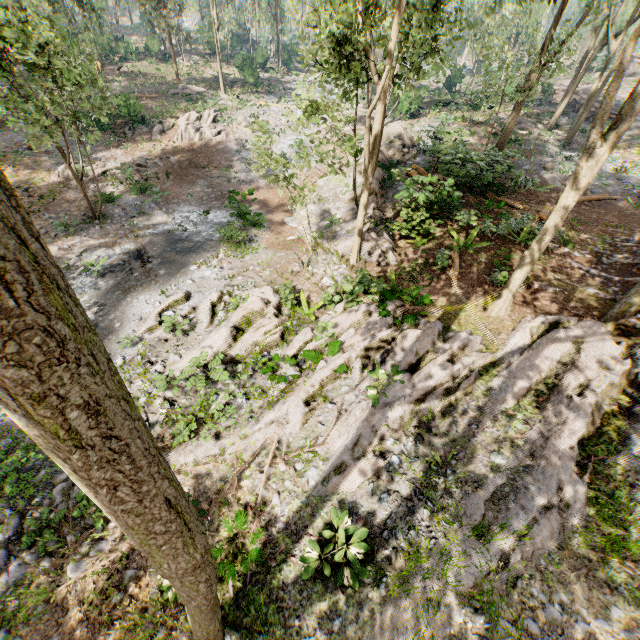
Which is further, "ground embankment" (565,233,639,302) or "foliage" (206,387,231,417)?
"ground embankment" (565,233,639,302)

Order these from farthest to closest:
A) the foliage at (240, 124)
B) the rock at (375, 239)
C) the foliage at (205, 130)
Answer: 1. the foliage at (205, 130)
2. the rock at (375, 239)
3. the foliage at (240, 124)

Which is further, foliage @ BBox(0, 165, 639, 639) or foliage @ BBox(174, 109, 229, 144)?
foliage @ BBox(174, 109, 229, 144)

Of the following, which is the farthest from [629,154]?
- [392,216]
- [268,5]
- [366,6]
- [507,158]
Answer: [268,5]

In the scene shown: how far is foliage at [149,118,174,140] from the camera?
27.6 meters

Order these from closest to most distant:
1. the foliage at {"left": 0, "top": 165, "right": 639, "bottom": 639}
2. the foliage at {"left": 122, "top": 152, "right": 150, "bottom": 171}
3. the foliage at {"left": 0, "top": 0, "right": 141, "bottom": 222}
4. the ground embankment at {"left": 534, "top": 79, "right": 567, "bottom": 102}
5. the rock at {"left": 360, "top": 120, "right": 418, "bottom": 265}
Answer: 1. the foliage at {"left": 0, "top": 165, "right": 639, "bottom": 639}
2. the foliage at {"left": 0, "top": 0, "right": 141, "bottom": 222}
3. the rock at {"left": 360, "top": 120, "right": 418, "bottom": 265}
4. the foliage at {"left": 122, "top": 152, "right": 150, "bottom": 171}
5. the ground embankment at {"left": 534, "top": 79, "right": 567, "bottom": 102}

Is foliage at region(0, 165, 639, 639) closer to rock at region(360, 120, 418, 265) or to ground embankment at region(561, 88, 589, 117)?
rock at region(360, 120, 418, 265)

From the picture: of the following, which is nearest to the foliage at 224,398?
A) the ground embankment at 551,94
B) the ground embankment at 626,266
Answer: the ground embankment at 626,266
